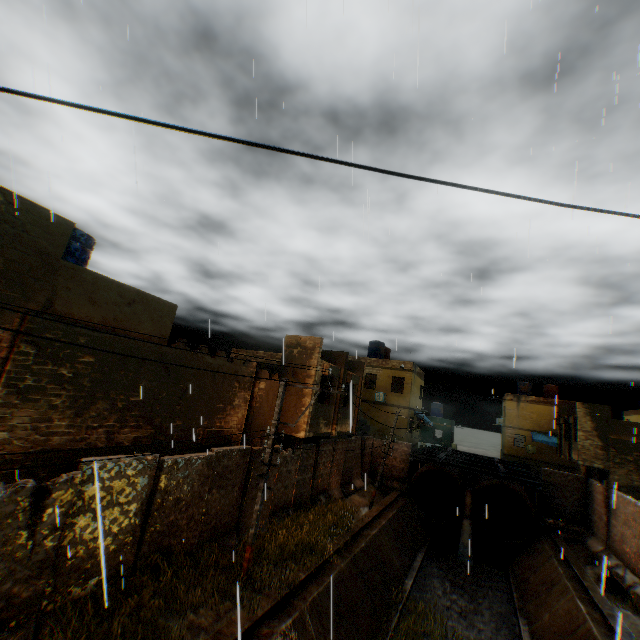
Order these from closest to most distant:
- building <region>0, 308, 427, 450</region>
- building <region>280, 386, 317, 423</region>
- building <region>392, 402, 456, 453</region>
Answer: building <region>0, 308, 427, 450</region> → building <region>280, 386, 317, 423</region> → building <region>392, 402, 456, 453</region>

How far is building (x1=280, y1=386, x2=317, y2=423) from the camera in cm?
1566

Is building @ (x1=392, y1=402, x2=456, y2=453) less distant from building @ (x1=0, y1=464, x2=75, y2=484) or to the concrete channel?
building @ (x1=0, y1=464, x2=75, y2=484)

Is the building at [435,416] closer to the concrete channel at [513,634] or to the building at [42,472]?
the building at [42,472]

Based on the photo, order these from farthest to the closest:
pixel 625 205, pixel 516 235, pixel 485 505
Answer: pixel 485 505 < pixel 516 235 < pixel 625 205

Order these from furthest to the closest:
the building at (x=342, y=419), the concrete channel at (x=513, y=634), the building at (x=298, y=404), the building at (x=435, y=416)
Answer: the building at (x=435, y=416) < the building at (x=298, y=404) < the concrete channel at (x=513, y=634) < the building at (x=342, y=419)

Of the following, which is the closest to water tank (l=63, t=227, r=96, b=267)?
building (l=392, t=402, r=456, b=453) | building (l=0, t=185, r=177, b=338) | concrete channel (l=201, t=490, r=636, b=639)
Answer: building (l=0, t=185, r=177, b=338)

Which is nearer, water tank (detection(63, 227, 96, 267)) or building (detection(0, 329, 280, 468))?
building (detection(0, 329, 280, 468))
